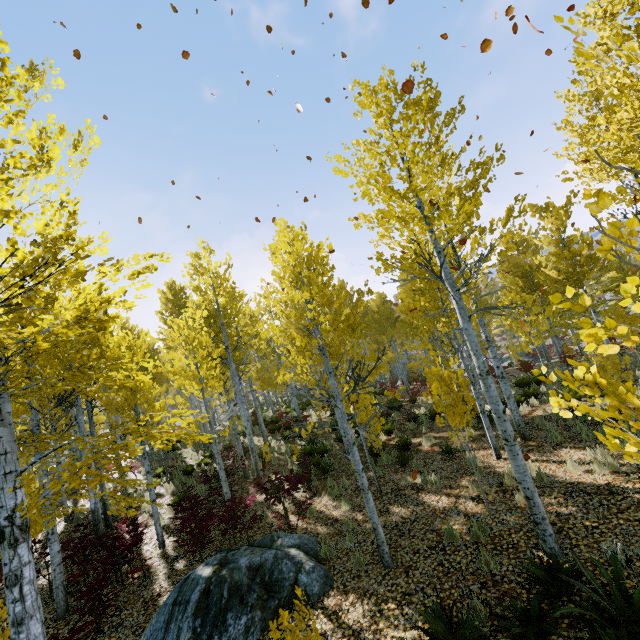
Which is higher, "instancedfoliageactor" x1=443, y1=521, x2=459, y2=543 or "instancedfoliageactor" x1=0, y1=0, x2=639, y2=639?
"instancedfoliageactor" x1=0, y1=0, x2=639, y2=639

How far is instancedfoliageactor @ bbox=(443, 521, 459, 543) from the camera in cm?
609

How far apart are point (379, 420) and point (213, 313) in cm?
955

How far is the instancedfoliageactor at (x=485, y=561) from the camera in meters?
5.2 m

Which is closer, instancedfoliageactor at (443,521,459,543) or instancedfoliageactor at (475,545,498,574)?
instancedfoliageactor at (475,545,498,574)
